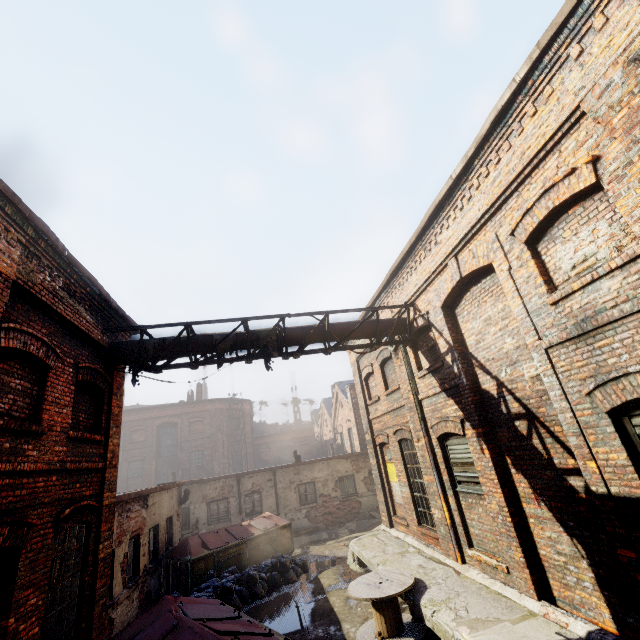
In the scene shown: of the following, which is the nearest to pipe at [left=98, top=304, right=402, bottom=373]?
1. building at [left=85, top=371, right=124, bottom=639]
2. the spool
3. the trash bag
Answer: building at [left=85, top=371, right=124, bottom=639]

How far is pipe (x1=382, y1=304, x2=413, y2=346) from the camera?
9.0 meters

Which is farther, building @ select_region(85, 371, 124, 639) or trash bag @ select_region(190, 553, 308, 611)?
trash bag @ select_region(190, 553, 308, 611)

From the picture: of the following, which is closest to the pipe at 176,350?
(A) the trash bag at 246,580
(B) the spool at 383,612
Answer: (B) the spool at 383,612

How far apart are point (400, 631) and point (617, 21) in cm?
1065

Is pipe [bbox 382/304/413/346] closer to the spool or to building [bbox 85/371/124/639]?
building [bbox 85/371/124/639]

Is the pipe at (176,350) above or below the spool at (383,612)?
above

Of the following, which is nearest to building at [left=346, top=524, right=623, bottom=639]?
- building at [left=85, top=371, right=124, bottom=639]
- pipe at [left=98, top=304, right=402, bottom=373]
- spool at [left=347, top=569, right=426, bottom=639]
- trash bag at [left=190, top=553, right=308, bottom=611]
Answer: spool at [left=347, top=569, right=426, bottom=639]
